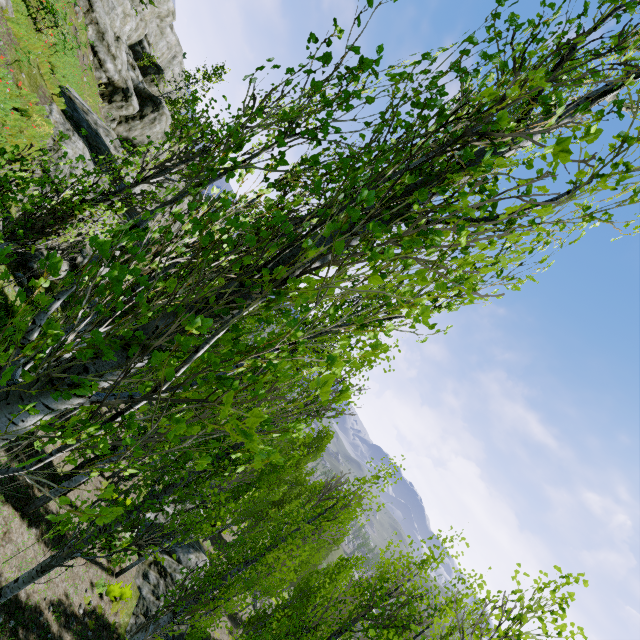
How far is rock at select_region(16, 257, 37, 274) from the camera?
11.56m

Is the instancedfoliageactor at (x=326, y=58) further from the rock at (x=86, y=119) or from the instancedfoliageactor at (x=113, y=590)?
the rock at (x=86, y=119)

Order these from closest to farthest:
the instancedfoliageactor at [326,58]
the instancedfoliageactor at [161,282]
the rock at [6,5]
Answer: the instancedfoliageactor at [161,282] → the instancedfoliageactor at [326,58] → the rock at [6,5]

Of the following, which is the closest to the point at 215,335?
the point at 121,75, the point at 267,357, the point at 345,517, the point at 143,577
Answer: the point at 267,357

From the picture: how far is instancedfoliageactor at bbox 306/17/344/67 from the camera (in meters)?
2.27

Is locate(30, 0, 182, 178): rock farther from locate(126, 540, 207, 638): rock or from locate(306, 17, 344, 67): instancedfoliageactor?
locate(126, 540, 207, 638): rock

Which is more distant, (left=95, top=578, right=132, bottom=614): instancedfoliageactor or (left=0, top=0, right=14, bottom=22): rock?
(left=0, top=0, right=14, bottom=22): rock
